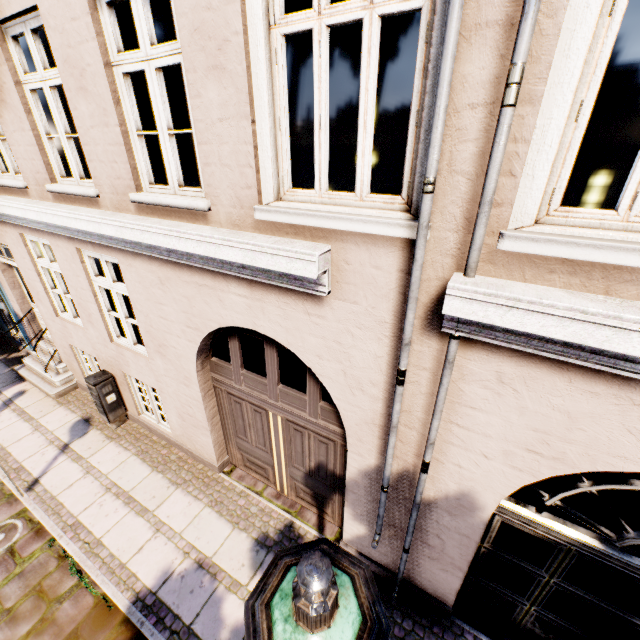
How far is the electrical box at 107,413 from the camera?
6.2 meters

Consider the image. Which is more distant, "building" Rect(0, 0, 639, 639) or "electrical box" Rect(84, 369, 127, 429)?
"electrical box" Rect(84, 369, 127, 429)

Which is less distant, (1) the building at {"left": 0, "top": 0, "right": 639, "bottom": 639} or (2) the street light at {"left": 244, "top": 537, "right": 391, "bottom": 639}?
(2) the street light at {"left": 244, "top": 537, "right": 391, "bottom": 639}

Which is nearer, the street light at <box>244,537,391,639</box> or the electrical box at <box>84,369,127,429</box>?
the street light at <box>244,537,391,639</box>

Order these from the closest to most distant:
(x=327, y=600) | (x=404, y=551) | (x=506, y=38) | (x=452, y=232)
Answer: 1. (x=327, y=600)
2. (x=506, y=38)
3. (x=452, y=232)
4. (x=404, y=551)

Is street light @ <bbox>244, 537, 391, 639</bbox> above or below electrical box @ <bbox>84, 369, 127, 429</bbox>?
above

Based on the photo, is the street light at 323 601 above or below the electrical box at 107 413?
above

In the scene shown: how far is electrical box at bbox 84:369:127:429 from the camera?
6.20m
